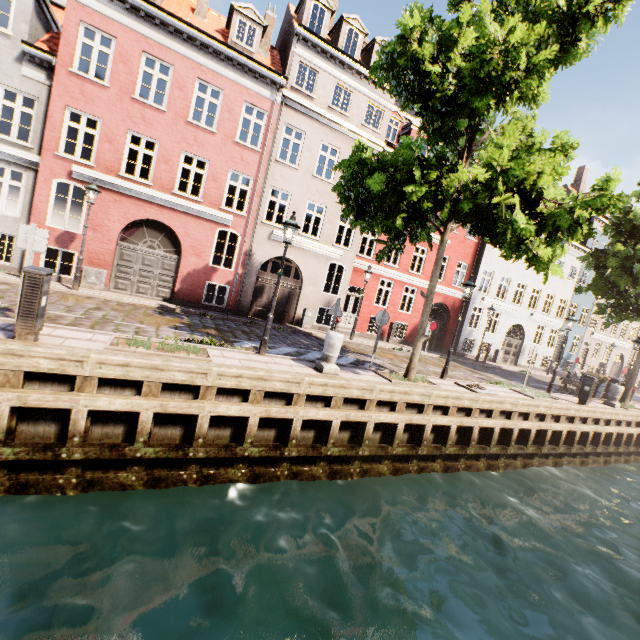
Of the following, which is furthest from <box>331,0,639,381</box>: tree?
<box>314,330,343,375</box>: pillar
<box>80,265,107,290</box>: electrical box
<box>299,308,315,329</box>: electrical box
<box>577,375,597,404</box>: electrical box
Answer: <box>80,265,107,290</box>: electrical box

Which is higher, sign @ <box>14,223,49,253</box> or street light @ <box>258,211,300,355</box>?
street light @ <box>258,211,300,355</box>

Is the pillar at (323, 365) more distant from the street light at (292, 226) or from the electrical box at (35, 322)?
the electrical box at (35, 322)

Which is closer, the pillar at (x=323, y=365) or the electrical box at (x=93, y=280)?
the pillar at (x=323, y=365)

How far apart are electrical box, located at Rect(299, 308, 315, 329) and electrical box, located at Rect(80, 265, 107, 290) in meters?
8.8 m

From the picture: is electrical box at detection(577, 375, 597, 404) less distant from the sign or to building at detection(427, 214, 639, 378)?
the sign

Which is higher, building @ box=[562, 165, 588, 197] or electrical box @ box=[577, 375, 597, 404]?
building @ box=[562, 165, 588, 197]

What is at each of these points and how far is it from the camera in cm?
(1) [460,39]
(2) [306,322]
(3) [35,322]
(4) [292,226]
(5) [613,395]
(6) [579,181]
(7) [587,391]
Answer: (1) tree, 762
(2) electrical box, 1686
(3) electrical box, 535
(4) street light, 828
(5) pillar, 1549
(6) building, 3033
(7) electrical box, 1353
